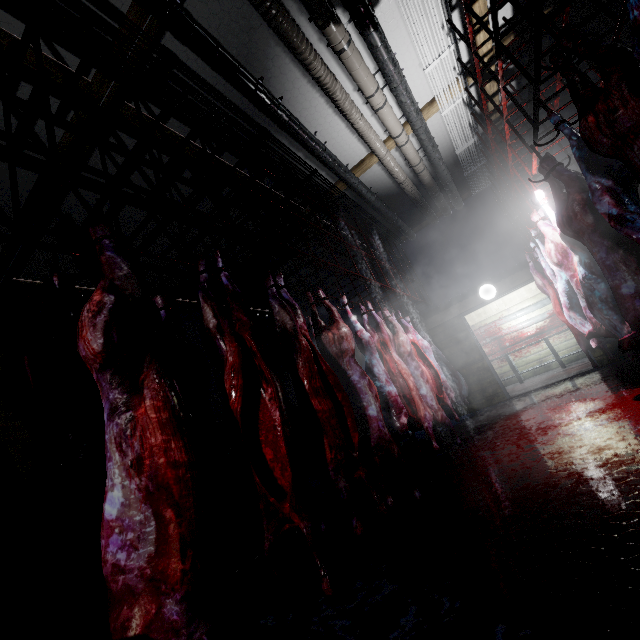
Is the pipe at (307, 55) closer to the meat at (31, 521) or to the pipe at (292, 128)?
the pipe at (292, 128)

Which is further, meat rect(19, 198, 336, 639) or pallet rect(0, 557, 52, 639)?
pallet rect(0, 557, 52, 639)

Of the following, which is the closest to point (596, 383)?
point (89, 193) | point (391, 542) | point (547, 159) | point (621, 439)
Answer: point (621, 439)

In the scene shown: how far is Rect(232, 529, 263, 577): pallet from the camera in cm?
284

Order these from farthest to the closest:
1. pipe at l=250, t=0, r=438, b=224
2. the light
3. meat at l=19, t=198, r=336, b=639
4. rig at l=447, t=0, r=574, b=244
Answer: the light → pipe at l=250, t=0, r=438, b=224 → rig at l=447, t=0, r=574, b=244 → meat at l=19, t=198, r=336, b=639

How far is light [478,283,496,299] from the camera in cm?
634

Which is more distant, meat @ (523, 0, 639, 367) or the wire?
the wire

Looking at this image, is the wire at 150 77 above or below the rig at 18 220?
above
